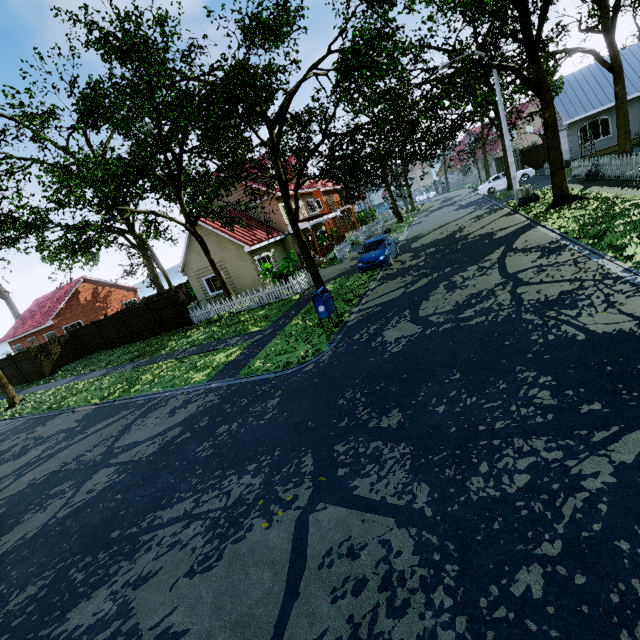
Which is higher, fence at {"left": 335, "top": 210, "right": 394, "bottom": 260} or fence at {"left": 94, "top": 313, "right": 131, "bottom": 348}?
fence at {"left": 94, "top": 313, "right": 131, "bottom": 348}

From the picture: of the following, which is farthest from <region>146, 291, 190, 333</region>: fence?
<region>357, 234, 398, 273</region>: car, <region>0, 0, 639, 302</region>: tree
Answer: <region>357, 234, 398, 273</region>: car

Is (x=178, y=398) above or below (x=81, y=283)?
below

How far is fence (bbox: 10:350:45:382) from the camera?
23.2 meters

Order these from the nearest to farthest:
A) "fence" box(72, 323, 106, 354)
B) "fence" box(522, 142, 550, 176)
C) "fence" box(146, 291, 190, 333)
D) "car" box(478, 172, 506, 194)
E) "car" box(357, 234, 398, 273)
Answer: "car" box(357, 234, 398, 273), "fence" box(146, 291, 190, 333), "fence" box(72, 323, 106, 354), "fence" box(522, 142, 550, 176), "car" box(478, 172, 506, 194)

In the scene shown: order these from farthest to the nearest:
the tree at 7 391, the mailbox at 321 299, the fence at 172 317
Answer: the fence at 172 317 → the tree at 7 391 → the mailbox at 321 299

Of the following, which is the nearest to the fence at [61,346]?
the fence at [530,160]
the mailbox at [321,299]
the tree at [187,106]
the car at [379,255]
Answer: the fence at [530,160]
